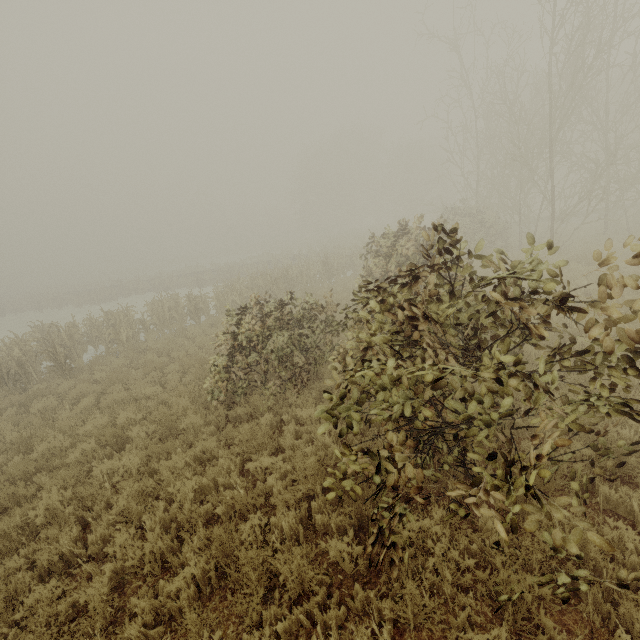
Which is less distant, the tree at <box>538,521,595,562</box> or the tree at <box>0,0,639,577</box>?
the tree at <box>538,521,595,562</box>

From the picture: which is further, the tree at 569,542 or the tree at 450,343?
the tree at 450,343

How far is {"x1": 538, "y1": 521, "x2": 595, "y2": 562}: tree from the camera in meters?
2.4

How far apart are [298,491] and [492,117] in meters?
20.3 m

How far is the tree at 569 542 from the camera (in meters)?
2.40
